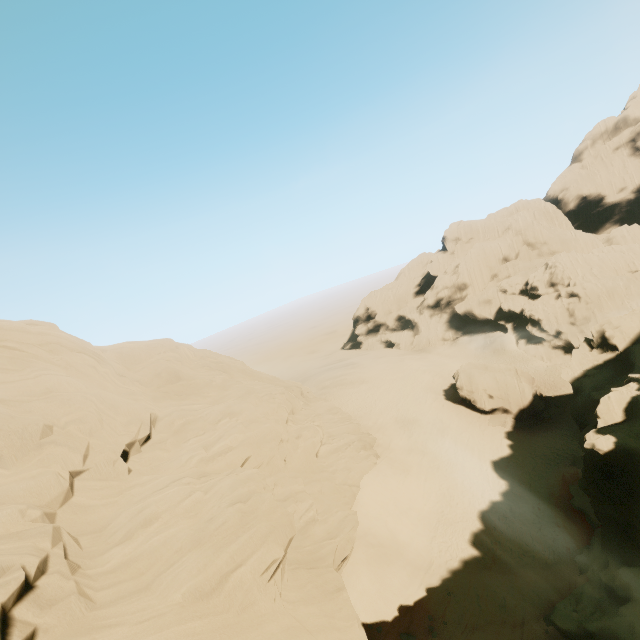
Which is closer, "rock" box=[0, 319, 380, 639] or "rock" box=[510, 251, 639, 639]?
"rock" box=[0, 319, 380, 639]

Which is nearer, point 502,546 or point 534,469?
point 502,546

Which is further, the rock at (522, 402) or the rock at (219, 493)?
the rock at (522, 402)

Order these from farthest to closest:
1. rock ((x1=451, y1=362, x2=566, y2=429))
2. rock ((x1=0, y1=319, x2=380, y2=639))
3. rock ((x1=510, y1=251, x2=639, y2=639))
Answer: rock ((x1=451, y1=362, x2=566, y2=429)), rock ((x1=510, y1=251, x2=639, y2=639)), rock ((x1=0, y1=319, x2=380, y2=639))

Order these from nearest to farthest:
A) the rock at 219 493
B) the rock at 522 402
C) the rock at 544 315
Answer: the rock at 219 493
the rock at 544 315
the rock at 522 402

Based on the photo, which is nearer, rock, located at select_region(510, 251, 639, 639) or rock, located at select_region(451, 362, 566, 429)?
rock, located at select_region(510, 251, 639, 639)

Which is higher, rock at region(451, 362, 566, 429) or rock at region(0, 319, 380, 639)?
rock at region(0, 319, 380, 639)
